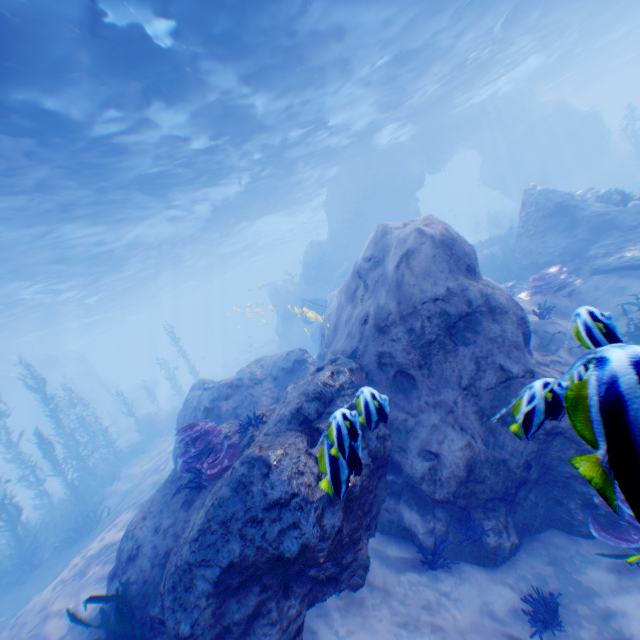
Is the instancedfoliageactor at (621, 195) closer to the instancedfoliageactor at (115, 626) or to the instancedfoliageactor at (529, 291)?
the instancedfoliageactor at (529, 291)

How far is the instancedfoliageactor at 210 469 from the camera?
5.4m

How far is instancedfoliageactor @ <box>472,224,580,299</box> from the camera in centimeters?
996cm

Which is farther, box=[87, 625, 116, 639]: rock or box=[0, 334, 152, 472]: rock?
box=[0, 334, 152, 472]: rock

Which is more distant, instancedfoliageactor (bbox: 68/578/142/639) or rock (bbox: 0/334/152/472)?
rock (bbox: 0/334/152/472)

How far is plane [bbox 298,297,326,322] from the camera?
15.0 meters

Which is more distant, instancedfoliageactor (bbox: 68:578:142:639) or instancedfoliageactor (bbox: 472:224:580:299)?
instancedfoliageactor (bbox: 472:224:580:299)

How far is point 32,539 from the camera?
12.18m
